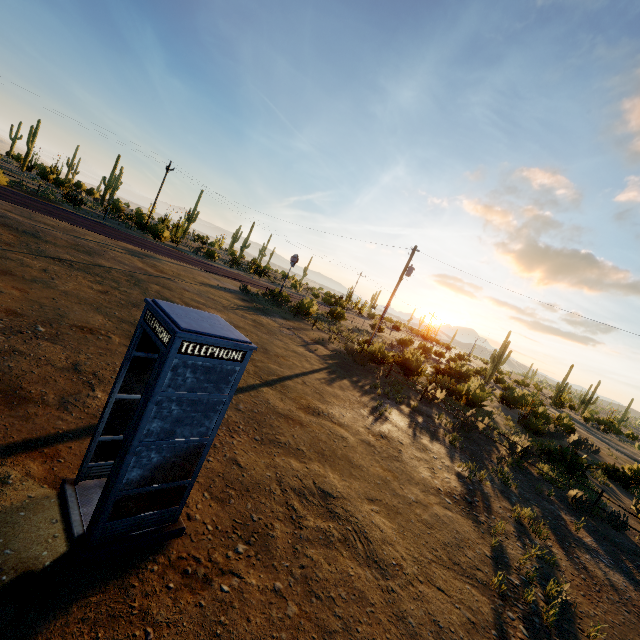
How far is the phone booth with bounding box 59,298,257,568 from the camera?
3.33m

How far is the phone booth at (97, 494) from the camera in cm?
333

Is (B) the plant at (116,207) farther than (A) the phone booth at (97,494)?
Yes

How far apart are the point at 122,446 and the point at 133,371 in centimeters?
95cm

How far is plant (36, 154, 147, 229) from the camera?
32.44m

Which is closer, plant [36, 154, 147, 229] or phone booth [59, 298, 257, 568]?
phone booth [59, 298, 257, 568]
